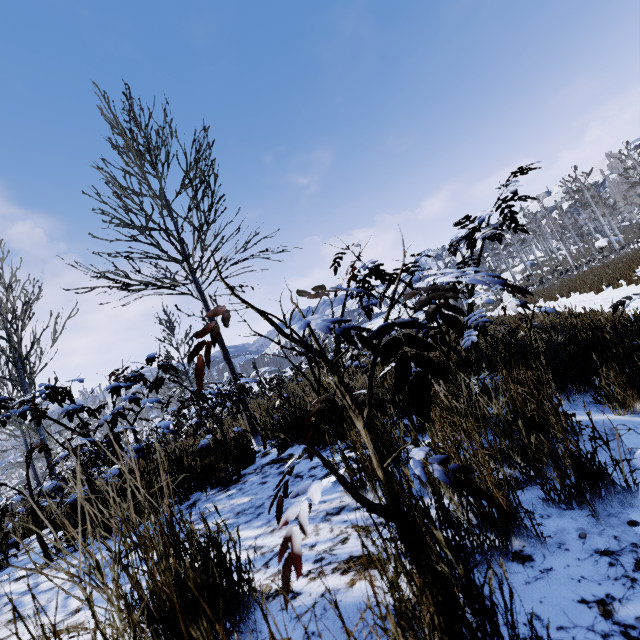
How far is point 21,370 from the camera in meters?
5.0
